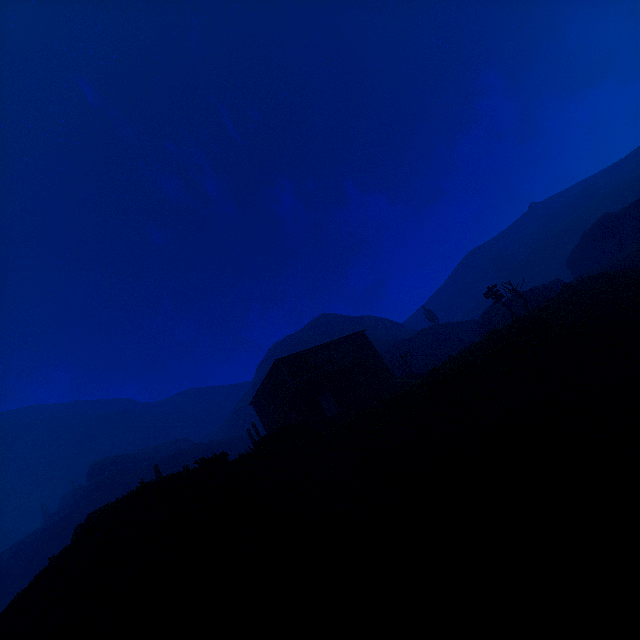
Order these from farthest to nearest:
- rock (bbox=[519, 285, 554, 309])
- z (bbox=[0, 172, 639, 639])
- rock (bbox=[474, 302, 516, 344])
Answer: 1. rock (bbox=[519, 285, 554, 309])
2. rock (bbox=[474, 302, 516, 344])
3. z (bbox=[0, 172, 639, 639])

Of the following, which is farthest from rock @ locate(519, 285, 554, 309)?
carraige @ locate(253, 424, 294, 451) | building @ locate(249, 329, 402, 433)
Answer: carraige @ locate(253, 424, 294, 451)

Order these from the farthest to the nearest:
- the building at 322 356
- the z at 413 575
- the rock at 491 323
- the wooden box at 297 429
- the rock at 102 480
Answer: the rock at 102 480
the rock at 491 323
the building at 322 356
the wooden box at 297 429
the z at 413 575

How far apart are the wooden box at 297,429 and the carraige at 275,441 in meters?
0.0 m

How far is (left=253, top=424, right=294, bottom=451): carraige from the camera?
14.9m

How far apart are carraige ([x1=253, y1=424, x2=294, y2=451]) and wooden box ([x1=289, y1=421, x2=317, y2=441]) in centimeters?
4cm

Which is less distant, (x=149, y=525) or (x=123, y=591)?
(x=123, y=591)

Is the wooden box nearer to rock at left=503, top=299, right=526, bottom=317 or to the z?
the z
